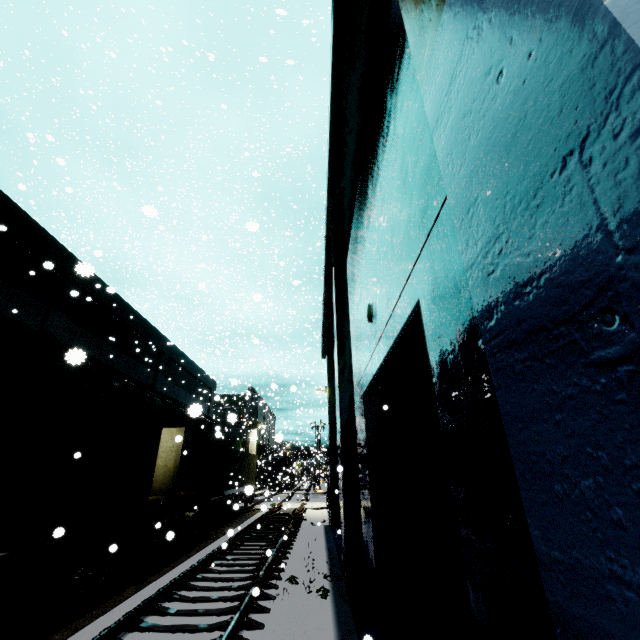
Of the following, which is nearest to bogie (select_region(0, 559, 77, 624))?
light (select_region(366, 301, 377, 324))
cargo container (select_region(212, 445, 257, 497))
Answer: light (select_region(366, 301, 377, 324))

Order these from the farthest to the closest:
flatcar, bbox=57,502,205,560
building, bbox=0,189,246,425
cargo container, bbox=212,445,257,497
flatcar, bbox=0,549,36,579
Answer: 1. cargo container, bbox=212,445,257,497
2. building, bbox=0,189,246,425
3. flatcar, bbox=57,502,205,560
4. flatcar, bbox=0,549,36,579

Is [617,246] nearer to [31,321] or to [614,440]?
[614,440]

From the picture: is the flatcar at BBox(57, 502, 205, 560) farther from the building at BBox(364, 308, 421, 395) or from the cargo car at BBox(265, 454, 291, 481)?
the cargo car at BBox(265, 454, 291, 481)

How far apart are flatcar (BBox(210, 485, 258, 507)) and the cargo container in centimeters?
1cm

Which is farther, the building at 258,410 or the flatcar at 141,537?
the building at 258,410

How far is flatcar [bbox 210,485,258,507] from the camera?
6.21m

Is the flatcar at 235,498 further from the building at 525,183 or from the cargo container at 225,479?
the building at 525,183
